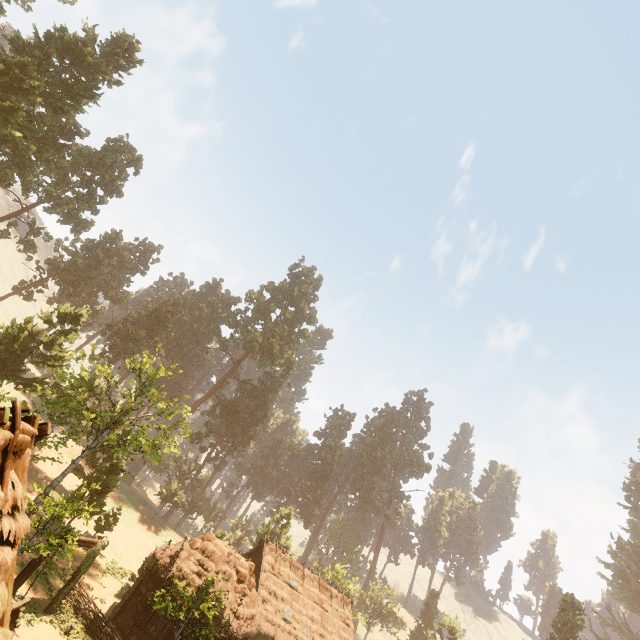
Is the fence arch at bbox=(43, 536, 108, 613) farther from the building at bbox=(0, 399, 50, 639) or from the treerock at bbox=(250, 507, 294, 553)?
the treerock at bbox=(250, 507, 294, 553)

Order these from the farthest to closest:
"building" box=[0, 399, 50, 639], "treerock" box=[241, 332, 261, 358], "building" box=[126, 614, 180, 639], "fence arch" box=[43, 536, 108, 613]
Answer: "treerock" box=[241, 332, 261, 358]
"building" box=[126, 614, 180, 639]
"fence arch" box=[43, 536, 108, 613]
"building" box=[0, 399, 50, 639]

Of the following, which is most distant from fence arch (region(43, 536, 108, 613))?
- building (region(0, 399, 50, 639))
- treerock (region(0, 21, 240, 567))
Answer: treerock (region(0, 21, 240, 567))

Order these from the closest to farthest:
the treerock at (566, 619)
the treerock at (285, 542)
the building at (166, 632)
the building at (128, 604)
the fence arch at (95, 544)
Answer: the fence arch at (95, 544) < the building at (166, 632) < the building at (128, 604) < the treerock at (285, 542) < the treerock at (566, 619)

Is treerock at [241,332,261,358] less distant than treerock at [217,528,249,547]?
No

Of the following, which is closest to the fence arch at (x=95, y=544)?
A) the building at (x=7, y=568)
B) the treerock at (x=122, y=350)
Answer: the building at (x=7, y=568)

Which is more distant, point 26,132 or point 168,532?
point 168,532
